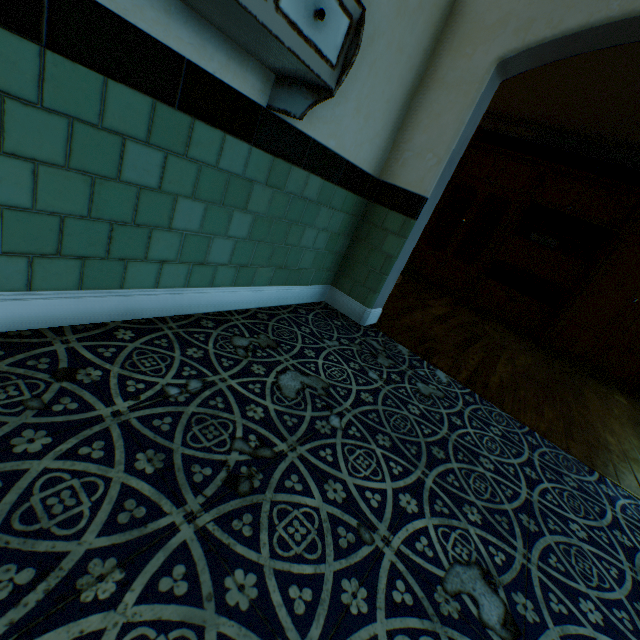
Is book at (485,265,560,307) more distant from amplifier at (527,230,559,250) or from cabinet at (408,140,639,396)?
amplifier at (527,230,559,250)

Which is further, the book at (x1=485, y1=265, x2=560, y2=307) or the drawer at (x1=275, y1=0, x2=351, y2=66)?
the book at (x1=485, y1=265, x2=560, y2=307)

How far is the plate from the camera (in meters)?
5.90

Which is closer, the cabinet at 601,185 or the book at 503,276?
the cabinet at 601,185

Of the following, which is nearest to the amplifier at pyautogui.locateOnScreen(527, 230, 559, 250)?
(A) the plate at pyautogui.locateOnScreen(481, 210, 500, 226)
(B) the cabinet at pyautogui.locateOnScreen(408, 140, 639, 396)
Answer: (B) the cabinet at pyautogui.locateOnScreen(408, 140, 639, 396)

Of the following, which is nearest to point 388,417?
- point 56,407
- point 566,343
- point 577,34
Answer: point 56,407

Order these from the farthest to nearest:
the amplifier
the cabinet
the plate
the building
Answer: the plate, the amplifier, the cabinet, the building

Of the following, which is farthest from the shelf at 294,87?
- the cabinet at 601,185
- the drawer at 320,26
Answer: the cabinet at 601,185
